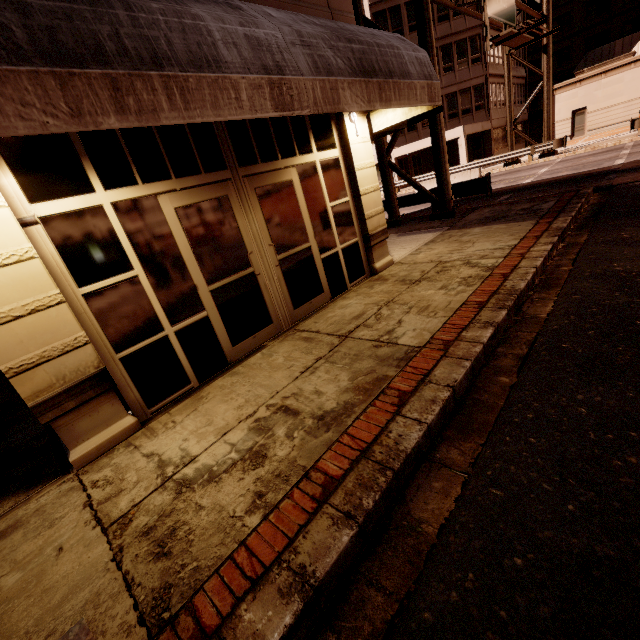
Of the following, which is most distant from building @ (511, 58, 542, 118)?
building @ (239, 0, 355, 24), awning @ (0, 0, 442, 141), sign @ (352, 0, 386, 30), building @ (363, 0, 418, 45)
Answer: building @ (239, 0, 355, 24)

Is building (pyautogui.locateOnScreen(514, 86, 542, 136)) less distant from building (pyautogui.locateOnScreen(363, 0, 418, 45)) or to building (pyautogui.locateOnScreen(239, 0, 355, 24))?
building (pyautogui.locateOnScreen(363, 0, 418, 45))

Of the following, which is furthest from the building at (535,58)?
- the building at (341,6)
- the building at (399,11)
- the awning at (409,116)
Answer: the building at (341,6)

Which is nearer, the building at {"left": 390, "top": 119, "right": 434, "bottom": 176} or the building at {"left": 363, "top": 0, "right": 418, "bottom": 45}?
the building at {"left": 363, "top": 0, "right": 418, "bottom": 45}

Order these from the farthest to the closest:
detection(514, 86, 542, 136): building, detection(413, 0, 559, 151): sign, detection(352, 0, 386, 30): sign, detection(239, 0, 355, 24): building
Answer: detection(514, 86, 542, 136): building < detection(352, 0, 386, 30): sign < detection(413, 0, 559, 151): sign < detection(239, 0, 355, 24): building

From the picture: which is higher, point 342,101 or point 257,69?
point 257,69

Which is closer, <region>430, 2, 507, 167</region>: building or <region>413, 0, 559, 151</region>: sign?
<region>413, 0, 559, 151</region>: sign

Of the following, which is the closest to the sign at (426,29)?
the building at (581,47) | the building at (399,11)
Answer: the building at (399,11)
